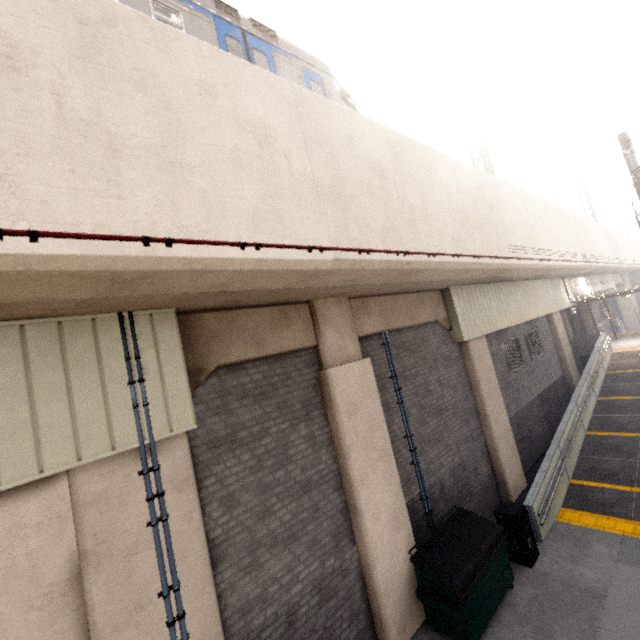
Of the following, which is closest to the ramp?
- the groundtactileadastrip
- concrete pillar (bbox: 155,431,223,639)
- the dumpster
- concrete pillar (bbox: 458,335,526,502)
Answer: the groundtactileadastrip

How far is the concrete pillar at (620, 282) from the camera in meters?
33.6 m

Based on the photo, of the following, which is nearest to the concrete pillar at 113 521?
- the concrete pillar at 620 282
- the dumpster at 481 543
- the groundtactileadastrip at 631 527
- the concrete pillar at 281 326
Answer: the concrete pillar at 281 326

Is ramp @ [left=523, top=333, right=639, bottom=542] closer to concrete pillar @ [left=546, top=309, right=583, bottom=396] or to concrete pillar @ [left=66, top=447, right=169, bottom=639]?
concrete pillar @ [left=546, top=309, right=583, bottom=396]

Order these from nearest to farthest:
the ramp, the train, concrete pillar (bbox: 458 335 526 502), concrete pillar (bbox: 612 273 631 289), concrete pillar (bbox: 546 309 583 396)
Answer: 1. the train
2. the ramp
3. concrete pillar (bbox: 458 335 526 502)
4. concrete pillar (bbox: 546 309 583 396)
5. concrete pillar (bbox: 612 273 631 289)

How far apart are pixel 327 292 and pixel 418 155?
3.71m

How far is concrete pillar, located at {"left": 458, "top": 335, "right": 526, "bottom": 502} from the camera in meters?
10.1

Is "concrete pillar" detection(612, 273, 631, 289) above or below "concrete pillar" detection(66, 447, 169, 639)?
above
